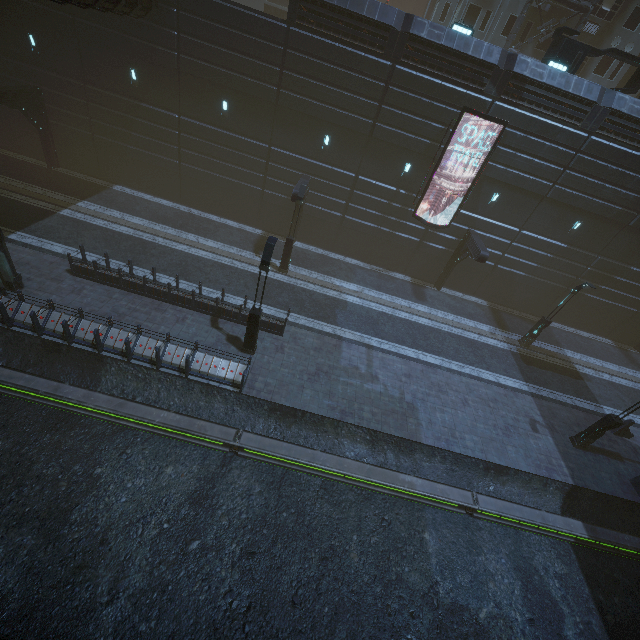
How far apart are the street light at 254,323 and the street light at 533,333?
18.0m

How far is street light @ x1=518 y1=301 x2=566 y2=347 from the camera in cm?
2055

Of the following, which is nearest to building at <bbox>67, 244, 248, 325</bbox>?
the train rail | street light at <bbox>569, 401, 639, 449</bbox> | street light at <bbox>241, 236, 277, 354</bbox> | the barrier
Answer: the train rail

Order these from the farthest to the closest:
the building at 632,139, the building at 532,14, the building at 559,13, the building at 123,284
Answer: the building at 532,14 < the building at 559,13 < the building at 632,139 < the building at 123,284

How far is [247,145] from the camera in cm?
2095

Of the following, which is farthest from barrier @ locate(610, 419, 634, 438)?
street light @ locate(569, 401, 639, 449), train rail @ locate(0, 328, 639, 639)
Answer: train rail @ locate(0, 328, 639, 639)

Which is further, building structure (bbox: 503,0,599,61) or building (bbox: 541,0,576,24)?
building (bbox: 541,0,576,24)

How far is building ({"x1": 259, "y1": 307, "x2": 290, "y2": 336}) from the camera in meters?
16.2 m
